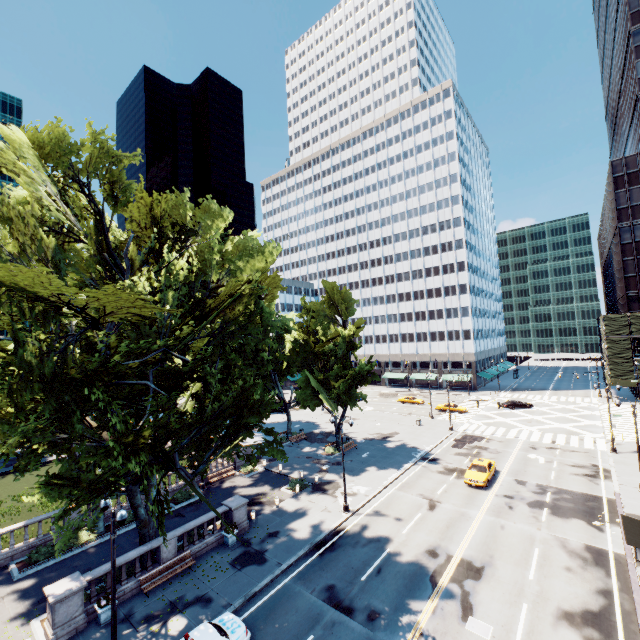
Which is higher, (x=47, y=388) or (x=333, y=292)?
(x=333, y=292)

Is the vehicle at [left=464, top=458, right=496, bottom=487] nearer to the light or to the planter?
the light

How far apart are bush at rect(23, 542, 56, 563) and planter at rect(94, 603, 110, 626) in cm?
811

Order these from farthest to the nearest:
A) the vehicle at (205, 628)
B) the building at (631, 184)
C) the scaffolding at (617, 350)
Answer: the building at (631, 184) → the scaffolding at (617, 350) → the vehicle at (205, 628)

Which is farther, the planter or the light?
the planter

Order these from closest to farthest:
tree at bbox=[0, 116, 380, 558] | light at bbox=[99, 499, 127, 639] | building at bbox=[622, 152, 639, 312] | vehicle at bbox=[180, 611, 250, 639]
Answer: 1. tree at bbox=[0, 116, 380, 558]
2. light at bbox=[99, 499, 127, 639]
3. vehicle at bbox=[180, 611, 250, 639]
4. building at bbox=[622, 152, 639, 312]

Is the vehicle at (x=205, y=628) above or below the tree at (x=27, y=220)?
below

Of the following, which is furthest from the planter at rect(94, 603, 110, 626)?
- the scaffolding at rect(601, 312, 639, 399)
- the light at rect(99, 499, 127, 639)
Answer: the scaffolding at rect(601, 312, 639, 399)
